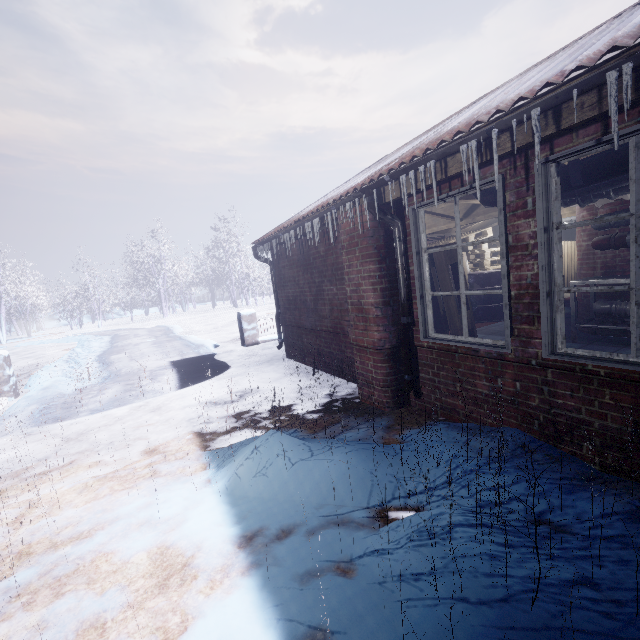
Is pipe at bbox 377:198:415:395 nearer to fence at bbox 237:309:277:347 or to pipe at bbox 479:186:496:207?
pipe at bbox 479:186:496:207

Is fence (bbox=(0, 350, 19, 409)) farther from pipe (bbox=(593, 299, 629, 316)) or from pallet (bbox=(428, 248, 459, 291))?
pipe (bbox=(593, 299, 629, 316))

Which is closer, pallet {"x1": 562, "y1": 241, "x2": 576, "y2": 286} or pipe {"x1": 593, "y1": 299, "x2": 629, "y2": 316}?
pipe {"x1": 593, "y1": 299, "x2": 629, "y2": 316}

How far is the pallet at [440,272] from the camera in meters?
3.0 m

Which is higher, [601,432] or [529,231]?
[529,231]

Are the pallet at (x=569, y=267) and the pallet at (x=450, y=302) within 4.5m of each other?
no

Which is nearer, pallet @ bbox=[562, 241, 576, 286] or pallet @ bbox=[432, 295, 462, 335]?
pallet @ bbox=[432, 295, 462, 335]

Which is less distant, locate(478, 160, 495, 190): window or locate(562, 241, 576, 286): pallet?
locate(478, 160, 495, 190): window
